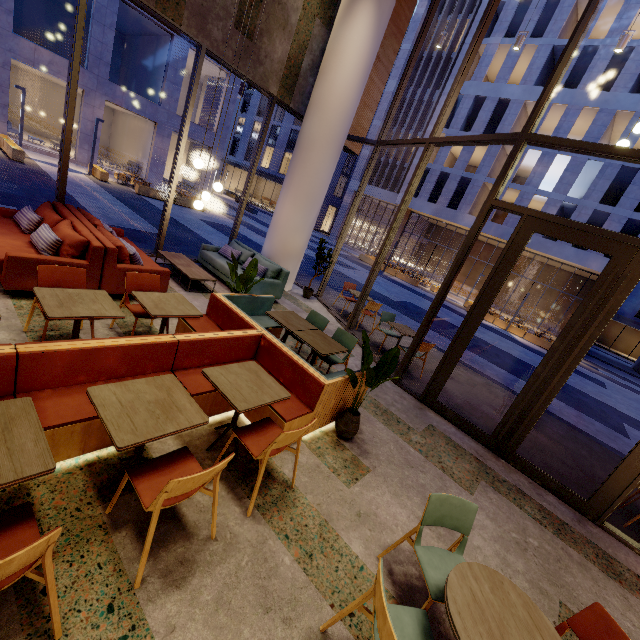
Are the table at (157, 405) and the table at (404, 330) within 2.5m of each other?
no

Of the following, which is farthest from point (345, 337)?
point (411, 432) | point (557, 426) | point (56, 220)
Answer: point (557, 426)

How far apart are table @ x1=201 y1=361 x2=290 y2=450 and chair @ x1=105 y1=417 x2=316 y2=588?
0.47m

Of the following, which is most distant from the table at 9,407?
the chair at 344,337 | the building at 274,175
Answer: the building at 274,175

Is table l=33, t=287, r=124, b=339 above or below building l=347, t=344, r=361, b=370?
above

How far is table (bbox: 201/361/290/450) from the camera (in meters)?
2.83

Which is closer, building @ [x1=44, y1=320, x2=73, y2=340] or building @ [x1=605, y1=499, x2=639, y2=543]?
building @ [x1=44, y1=320, x2=73, y2=340]

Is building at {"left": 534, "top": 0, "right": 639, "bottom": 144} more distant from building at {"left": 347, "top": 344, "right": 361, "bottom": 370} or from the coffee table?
the coffee table
